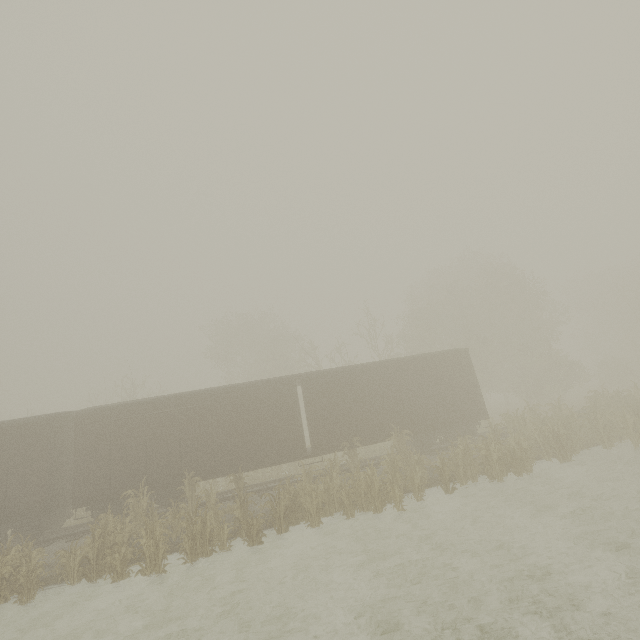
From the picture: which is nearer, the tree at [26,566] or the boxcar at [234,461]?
the tree at [26,566]

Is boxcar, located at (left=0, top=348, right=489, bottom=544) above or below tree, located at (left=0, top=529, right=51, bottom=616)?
above

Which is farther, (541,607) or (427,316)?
(427,316)

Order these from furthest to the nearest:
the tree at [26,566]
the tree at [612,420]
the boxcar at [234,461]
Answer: the boxcar at [234,461] < the tree at [612,420] < the tree at [26,566]

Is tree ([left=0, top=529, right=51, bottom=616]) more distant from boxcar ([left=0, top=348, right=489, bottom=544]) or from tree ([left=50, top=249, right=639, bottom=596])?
tree ([left=50, top=249, right=639, bottom=596])

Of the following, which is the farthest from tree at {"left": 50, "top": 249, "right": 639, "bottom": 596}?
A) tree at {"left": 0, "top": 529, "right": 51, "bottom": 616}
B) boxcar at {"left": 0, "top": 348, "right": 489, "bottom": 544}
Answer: tree at {"left": 0, "top": 529, "right": 51, "bottom": 616}
